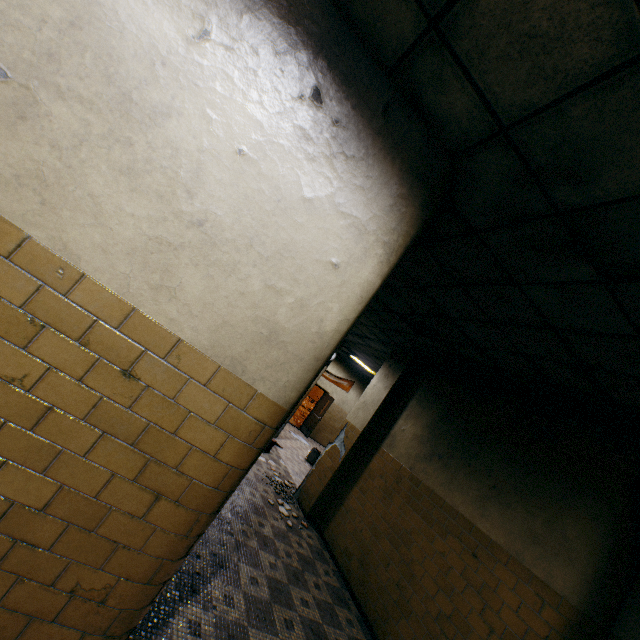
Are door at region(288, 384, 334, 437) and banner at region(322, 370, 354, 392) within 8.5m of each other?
yes

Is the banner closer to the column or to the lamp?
the column

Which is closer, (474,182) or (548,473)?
(474,182)

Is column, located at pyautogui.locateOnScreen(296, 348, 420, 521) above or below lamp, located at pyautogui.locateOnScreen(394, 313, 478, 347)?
below

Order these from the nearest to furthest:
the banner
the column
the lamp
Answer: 1. the lamp
2. the column
3. the banner

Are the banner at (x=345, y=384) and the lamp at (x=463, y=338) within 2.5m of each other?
no

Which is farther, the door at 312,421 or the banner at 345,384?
Result: the banner at 345,384
